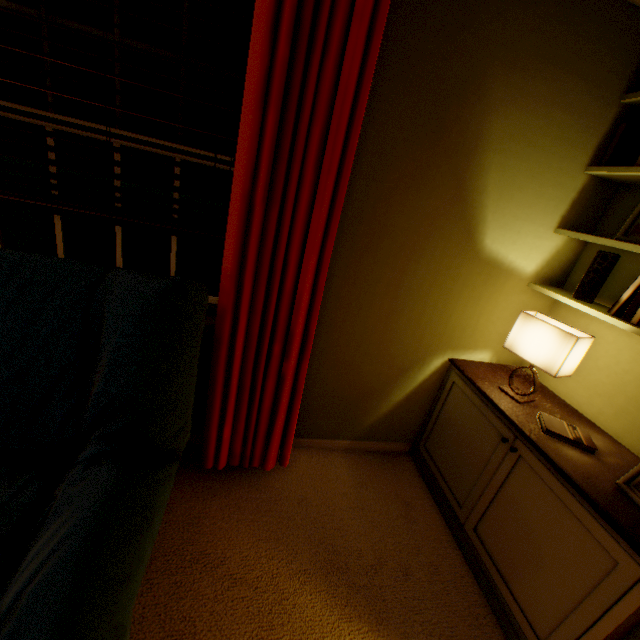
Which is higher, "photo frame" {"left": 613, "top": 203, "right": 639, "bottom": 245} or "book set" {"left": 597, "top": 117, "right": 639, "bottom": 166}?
"book set" {"left": 597, "top": 117, "right": 639, "bottom": 166}

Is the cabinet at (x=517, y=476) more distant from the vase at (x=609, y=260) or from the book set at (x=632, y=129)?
the book set at (x=632, y=129)

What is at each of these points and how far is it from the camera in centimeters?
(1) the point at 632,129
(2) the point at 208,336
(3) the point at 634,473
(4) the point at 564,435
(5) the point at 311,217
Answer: (1) book set, 145cm
(2) window, 161cm
(3) photo frame, 118cm
(4) book, 140cm
(5) blinds, 137cm

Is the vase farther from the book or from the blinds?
the blinds

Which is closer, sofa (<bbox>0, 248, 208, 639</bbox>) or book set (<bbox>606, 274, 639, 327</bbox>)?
sofa (<bbox>0, 248, 208, 639</bbox>)

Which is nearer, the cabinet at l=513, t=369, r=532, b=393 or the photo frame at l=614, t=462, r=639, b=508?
the photo frame at l=614, t=462, r=639, b=508

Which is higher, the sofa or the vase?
the vase

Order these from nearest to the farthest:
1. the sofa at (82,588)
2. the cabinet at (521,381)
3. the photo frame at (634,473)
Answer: the sofa at (82,588) → the photo frame at (634,473) → the cabinet at (521,381)
